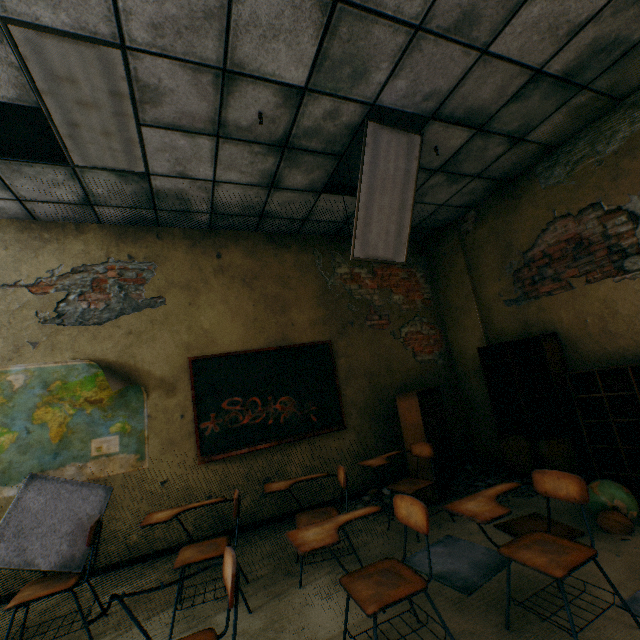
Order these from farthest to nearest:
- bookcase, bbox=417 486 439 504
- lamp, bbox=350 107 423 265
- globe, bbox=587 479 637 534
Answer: bookcase, bbox=417 486 439 504 → lamp, bbox=350 107 423 265 → globe, bbox=587 479 637 534

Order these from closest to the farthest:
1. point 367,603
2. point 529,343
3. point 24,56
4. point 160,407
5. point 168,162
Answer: point 367,603 → point 24,56 → point 168,162 → point 160,407 → point 529,343

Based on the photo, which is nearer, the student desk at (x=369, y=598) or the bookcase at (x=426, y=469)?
the student desk at (x=369, y=598)

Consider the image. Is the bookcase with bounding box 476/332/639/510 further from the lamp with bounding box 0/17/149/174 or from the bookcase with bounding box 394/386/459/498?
the lamp with bounding box 0/17/149/174

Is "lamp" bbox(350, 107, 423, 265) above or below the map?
above

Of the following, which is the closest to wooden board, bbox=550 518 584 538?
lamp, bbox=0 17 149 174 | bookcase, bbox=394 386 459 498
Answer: bookcase, bbox=394 386 459 498

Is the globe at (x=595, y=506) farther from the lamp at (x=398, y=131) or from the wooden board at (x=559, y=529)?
the lamp at (x=398, y=131)

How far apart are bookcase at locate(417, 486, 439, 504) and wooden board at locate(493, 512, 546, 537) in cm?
77
